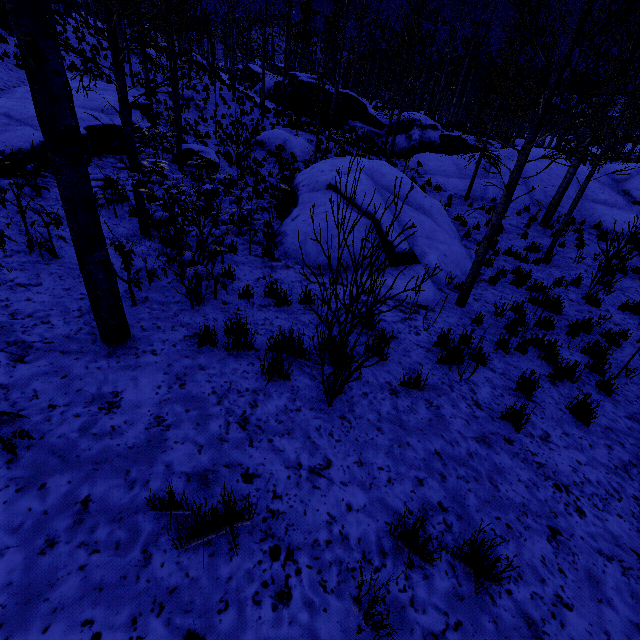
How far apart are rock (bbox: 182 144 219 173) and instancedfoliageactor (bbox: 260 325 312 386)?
11.87m

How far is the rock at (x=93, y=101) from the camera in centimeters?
995cm

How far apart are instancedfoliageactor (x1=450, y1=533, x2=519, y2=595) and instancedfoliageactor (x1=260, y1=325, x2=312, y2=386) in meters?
2.4 m

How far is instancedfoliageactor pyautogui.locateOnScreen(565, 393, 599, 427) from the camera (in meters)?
4.32

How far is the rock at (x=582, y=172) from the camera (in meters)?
14.80

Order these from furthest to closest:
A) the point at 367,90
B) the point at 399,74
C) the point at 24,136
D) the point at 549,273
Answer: the point at 367,90 → the point at 399,74 → the point at 549,273 → the point at 24,136

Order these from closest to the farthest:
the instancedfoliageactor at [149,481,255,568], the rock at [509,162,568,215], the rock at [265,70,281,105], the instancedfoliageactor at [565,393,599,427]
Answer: the instancedfoliageactor at [149,481,255,568]
the instancedfoliageactor at [565,393,599,427]
the rock at [509,162,568,215]
the rock at [265,70,281,105]

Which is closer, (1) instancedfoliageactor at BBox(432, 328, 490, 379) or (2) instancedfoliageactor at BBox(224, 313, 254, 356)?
(2) instancedfoliageactor at BBox(224, 313, 254, 356)
